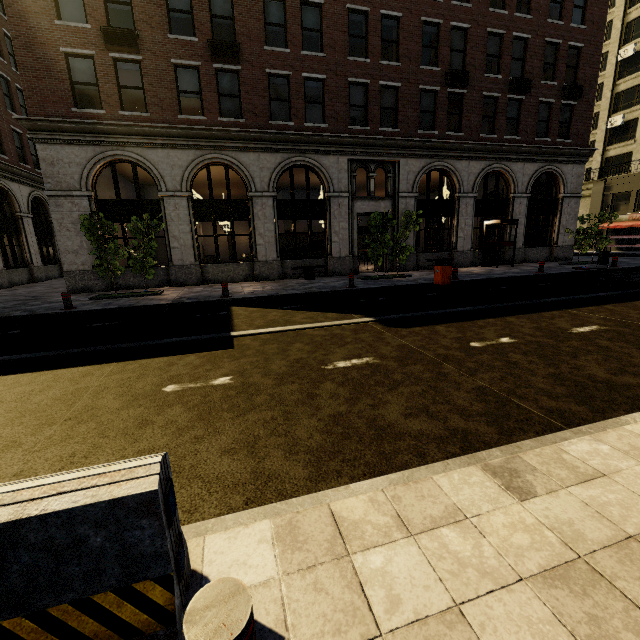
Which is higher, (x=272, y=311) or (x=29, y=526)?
(x=29, y=526)

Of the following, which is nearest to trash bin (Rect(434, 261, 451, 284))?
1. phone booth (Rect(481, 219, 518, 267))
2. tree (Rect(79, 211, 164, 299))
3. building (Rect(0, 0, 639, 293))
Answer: tree (Rect(79, 211, 164, 299))

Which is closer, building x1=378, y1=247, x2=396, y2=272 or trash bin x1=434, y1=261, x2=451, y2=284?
trash bin x1=434, y1=261, x2=451, y2=284

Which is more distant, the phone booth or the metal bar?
the phone booth

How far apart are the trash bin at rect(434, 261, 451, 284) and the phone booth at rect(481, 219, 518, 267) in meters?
8.0

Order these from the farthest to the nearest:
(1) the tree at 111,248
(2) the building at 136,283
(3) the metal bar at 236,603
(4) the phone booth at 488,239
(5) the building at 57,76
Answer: (4) the phone booth at 488,239 → (2) the building at 136,283 → (5) the building at 57,76 → (1) the tree at 111,248 → (3) the metal bar at 236,603

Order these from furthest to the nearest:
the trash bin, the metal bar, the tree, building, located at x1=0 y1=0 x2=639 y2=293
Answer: building, located at x1=0 y1=0 x2=639 y2=293, the trash bin, the tree, the metal bar

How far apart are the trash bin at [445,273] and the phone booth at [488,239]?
8.04m
